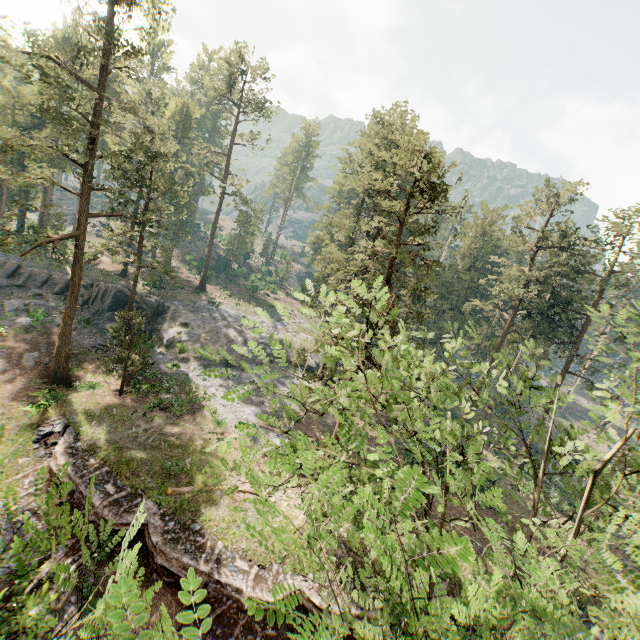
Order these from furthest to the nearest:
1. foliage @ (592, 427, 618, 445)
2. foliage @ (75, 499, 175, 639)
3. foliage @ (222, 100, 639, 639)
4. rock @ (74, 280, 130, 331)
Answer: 1. rock @ (74, 280, 130, 331)
2. foliage @ (592, 427, 618, 445)
3. foliage @ (222, 100, 639, 639)
4. foliage @ (75, 499, 175, 639)

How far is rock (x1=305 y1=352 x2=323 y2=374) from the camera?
43.38m

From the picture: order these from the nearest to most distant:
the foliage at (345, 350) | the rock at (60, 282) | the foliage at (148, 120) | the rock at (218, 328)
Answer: the foliage at (345, 350), the foliage at (148, 120), the rock at (60, 282), the rock at (218, 328)

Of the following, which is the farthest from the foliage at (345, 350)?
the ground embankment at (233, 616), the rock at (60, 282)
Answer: the ground embankment at (233, 616)

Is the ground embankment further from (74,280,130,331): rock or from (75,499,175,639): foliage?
(74,280,130,331): rock

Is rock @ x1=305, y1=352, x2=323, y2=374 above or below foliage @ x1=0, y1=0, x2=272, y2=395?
below

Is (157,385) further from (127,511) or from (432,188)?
(432,188)
